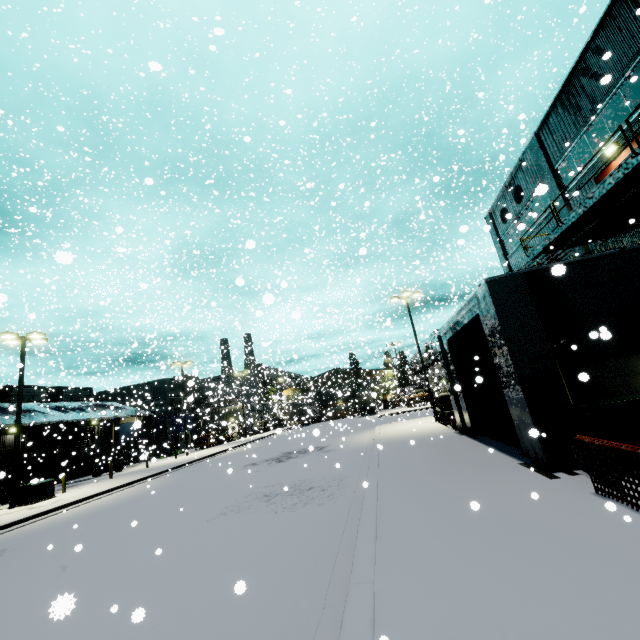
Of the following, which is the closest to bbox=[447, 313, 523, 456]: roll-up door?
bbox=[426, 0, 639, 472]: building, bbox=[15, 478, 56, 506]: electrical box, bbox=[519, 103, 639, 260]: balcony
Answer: bbox=[426, 0, 639, 472]: building

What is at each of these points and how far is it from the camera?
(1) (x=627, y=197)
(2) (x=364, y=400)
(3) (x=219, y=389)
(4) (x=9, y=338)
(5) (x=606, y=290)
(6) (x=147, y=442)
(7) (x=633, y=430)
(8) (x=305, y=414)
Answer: (1) balcony, 11.4 meters
(2) semi trailer, 52.1 meters
(3) building, 59.6 meters
(4) light, 19.5 meters
(5) building, 8.3 meters
(6) building, 43.2 meters
(7) electrical box, 6.5 meters
(8) semi trailer, 55.3 meters

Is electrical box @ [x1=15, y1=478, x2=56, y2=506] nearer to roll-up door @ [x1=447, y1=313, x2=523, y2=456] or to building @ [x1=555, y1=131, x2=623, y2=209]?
building @ [x1=555, y1=131, x2=623, y2=209]

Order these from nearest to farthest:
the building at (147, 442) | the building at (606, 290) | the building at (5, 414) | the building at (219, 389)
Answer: the building at (606, 290)
the building at (5, 414)
the building at (219, 389)
the building at (147, 442)

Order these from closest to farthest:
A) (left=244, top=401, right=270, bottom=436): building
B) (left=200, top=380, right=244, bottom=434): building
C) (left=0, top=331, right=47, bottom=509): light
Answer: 1. (left=0, top=331, right=47, bottom=509): light
2. (left=200, top=380, right=244, bottom=434): building
3. (left=244, top=401, right=270, bottom=436): building

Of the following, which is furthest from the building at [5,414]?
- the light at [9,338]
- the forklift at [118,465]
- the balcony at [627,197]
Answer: the light at [9,338]

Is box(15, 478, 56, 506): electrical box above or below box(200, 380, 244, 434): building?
below

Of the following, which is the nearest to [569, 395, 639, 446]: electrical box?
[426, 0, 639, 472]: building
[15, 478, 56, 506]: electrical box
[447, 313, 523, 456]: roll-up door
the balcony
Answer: [426, 0, 639, 472]: building
